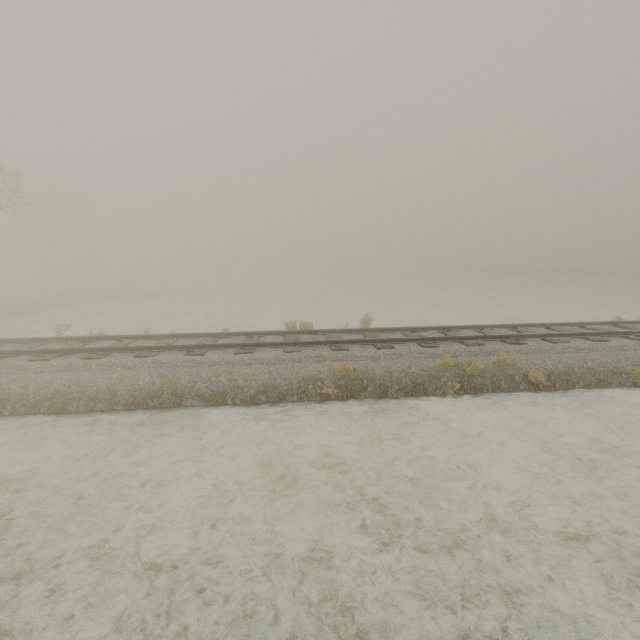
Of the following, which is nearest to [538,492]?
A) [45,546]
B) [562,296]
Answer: [45,546]
